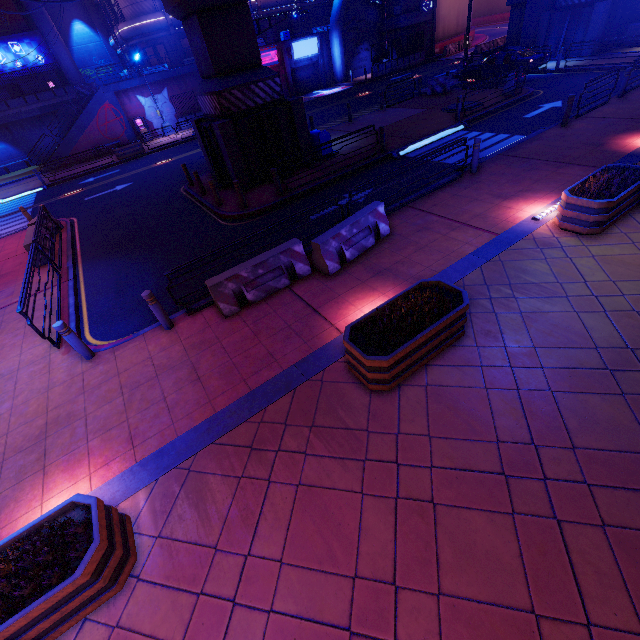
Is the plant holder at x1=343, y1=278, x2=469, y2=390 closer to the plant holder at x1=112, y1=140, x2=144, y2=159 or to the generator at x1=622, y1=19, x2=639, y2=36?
the plant holder at x1=112, y1=140, x2=144, y2=159

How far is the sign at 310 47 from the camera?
33.91m

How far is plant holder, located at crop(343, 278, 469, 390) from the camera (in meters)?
4.90

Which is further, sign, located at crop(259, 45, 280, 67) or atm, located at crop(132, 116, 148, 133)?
sign, located at crop(259, 45, 280, 67)

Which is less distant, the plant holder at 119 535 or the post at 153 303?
the plant holder at 119 535

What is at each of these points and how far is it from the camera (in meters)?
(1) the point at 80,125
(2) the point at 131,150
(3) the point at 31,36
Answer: (1) beam, 27.97
(2) plant holder, 25.92
(3) building, 32.22

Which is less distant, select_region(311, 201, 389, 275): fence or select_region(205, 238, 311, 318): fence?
select_region(205, 238, 311, 318): fence

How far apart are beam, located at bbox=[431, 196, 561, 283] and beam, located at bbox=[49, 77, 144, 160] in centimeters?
3464cm
